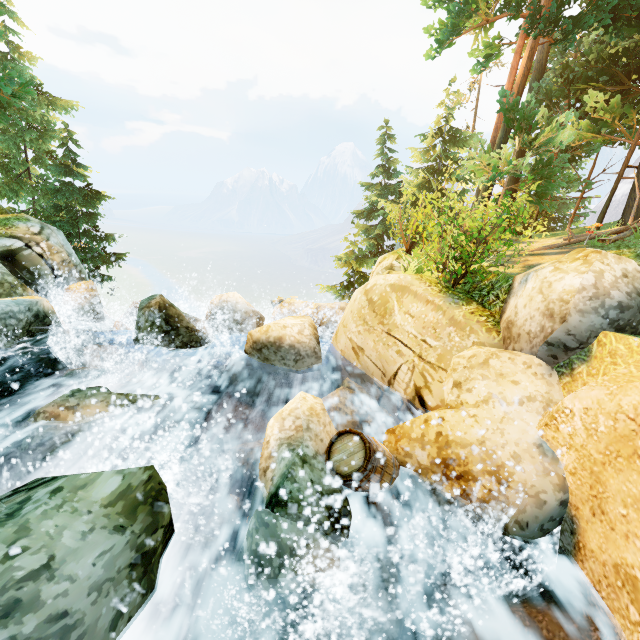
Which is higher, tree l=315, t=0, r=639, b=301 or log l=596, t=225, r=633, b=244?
tree l=315, t=0, r=639, b=301

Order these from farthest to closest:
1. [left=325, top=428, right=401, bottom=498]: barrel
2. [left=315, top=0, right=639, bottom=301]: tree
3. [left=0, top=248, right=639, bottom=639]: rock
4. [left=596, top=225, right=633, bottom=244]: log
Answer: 1. [left=596, top=225, right=633, bottom=244]: log
2. [left=315, top=0, right=639, bottom=301]: tree
3. [left=325, top=428, right=401, bottom=498]: barrel
4. [left=0, top=248, right=639, bottom=639]: rock

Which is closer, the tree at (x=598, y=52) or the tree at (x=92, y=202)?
the tree at (x=598, y=52)

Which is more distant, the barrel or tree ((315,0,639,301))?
tree ((315,0,639,301))

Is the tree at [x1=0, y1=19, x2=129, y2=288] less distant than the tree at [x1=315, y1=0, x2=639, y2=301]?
No

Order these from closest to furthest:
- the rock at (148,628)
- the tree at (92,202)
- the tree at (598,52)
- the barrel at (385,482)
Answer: the rock at (148,628)
the barrel at (385,482)
the tree at (598,52)
the tree at (92,202)

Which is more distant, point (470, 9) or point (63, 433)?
point (470, 9)

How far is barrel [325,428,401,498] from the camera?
3.9m
